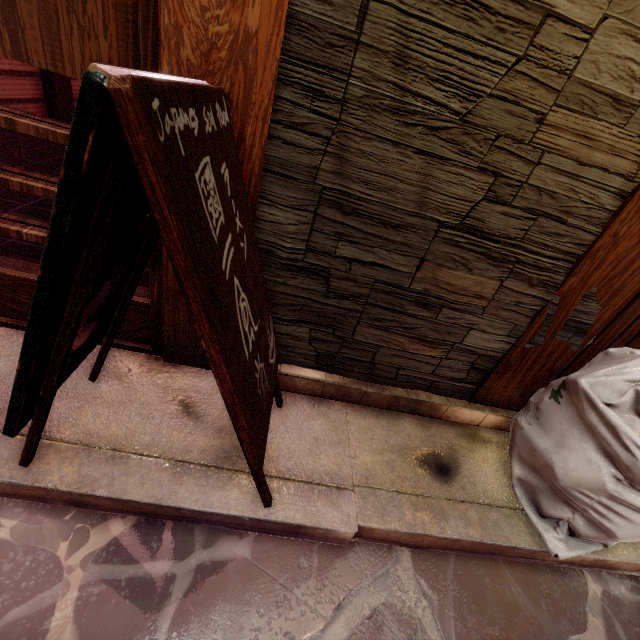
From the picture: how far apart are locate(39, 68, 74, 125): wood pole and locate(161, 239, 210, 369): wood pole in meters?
10.4

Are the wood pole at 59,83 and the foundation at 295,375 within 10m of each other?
no

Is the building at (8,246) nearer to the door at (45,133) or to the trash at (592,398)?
the door at (45,133)

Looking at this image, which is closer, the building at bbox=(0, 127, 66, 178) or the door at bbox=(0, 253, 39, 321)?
the door at bbox=(0, 253, 39, 321)

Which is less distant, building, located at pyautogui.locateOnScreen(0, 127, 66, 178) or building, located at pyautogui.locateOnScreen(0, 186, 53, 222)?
building, located at pyautogui.locateOnScreen(0, 186, 53, 222)

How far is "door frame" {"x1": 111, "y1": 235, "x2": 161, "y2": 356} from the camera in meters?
3.0 m

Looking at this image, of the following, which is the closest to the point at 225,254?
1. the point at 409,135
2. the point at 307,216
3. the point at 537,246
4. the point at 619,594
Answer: the point at 307,216

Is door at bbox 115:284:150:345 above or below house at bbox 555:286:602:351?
below
